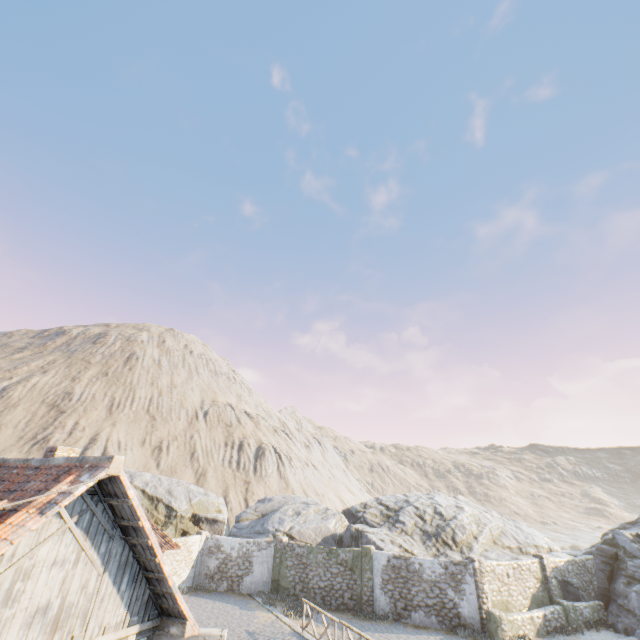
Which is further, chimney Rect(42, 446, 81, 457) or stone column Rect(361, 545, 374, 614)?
stone column Rect(361, 545, 374, 614)

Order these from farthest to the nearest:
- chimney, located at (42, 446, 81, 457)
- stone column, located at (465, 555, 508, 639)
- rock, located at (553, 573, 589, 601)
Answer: rock, located at (553, 573, 589, 601) < stone column, located at (465, 555, 508, 639) < chimney, located at (42, 446, 81, 457)

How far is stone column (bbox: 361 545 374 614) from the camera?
18.19m

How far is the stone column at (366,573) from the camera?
18.2 meters

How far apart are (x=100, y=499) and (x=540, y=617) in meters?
22.6

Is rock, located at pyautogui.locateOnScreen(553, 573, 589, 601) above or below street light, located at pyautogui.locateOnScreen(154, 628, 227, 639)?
below

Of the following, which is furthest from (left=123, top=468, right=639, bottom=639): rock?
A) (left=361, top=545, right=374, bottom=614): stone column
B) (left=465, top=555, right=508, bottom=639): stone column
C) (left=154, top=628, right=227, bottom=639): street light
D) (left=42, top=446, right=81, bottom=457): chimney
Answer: (left=154, top=628, right=227, bottom=639): street light

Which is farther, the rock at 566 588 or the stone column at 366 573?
the rock at 566 588
